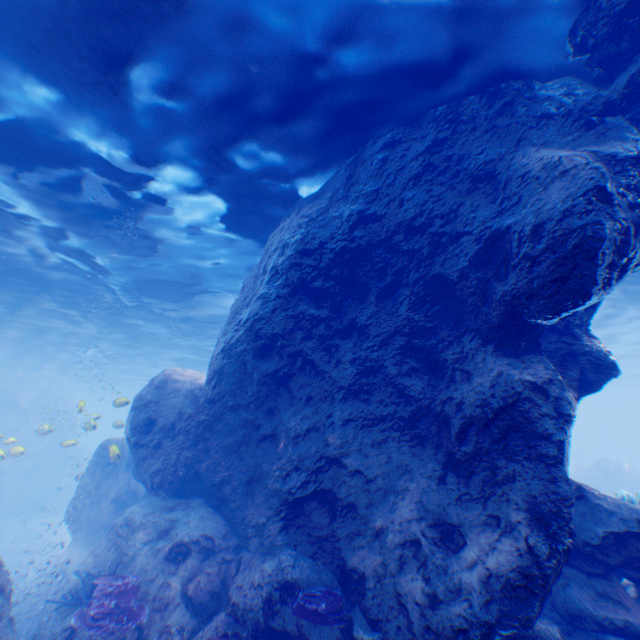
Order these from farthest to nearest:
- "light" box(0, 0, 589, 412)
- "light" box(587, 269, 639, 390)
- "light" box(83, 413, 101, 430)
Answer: "light" box(587, 269, 639, 390), "light" box(83, 413, 101, 430), "light" box(0, 0, 589, 412)

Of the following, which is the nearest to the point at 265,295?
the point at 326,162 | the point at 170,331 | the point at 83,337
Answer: the point at 326,162

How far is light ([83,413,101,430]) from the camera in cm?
1223

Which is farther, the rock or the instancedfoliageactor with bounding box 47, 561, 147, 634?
the instancedfoliageactor with bounding box 47, 561, 147, 634

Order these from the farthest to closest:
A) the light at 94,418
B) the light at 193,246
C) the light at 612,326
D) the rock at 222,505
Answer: the light at 612,326, the light at 94,418, the light at 193,246, the rock at 222,505

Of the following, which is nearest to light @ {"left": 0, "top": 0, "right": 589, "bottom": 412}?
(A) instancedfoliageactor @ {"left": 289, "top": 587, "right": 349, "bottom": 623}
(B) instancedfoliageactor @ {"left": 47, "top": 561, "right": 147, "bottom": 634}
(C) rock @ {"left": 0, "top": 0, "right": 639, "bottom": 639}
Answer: (C) rock @ {"left": 0, "top": 0, "right": 639, "bottom": 639}

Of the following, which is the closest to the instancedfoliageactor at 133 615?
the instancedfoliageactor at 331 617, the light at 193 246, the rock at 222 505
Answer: the rock at 222 505

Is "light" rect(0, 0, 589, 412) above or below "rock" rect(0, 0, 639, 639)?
above
